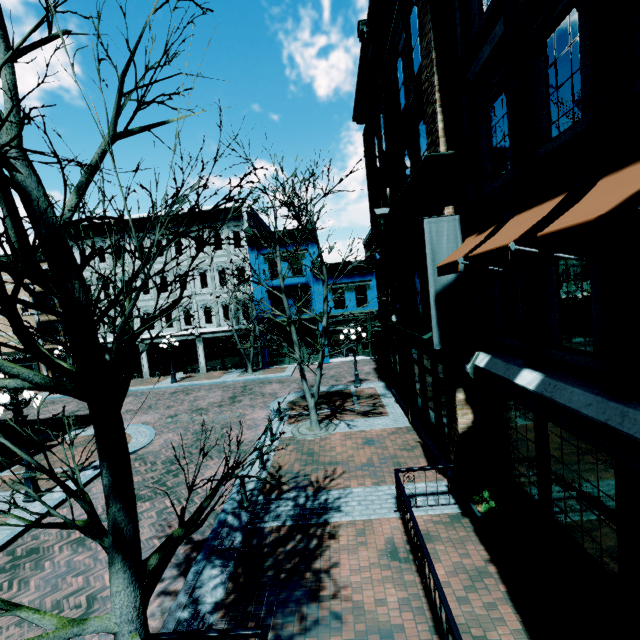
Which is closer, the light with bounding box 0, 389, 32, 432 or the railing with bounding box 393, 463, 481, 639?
the railing with bounding box 393, 463, 481, 639

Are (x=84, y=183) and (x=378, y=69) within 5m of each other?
no

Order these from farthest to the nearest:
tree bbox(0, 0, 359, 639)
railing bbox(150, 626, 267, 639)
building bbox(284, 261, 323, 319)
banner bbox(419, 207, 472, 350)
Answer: building bbox(284, 261, 323, 319) → banner bbox(419, 207, 472, 350) → railing bbox(150, 626, 267, 639) → tree bbox(0, 0, 359, 639)

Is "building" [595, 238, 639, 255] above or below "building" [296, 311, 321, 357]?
above

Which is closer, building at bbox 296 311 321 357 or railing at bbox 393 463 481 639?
railing at bbox 393 463 481 639

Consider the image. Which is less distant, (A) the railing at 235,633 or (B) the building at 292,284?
(A) the railing at 235,633

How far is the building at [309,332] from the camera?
26.0 meters

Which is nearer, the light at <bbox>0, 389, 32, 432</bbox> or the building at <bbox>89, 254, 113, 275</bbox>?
the light at <bbox>0, 389, 32, 432</bbox>
